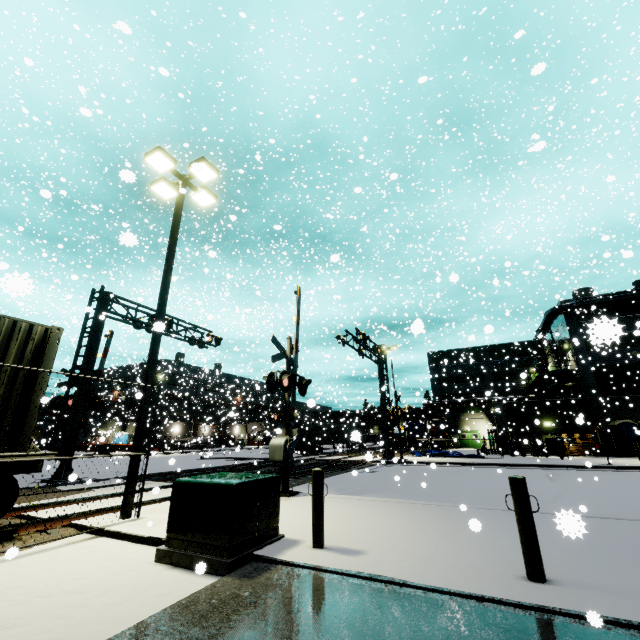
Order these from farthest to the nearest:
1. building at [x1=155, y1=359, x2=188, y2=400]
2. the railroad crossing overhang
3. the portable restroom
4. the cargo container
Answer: building at [x1=155, y1=359, x2=188, y2=400] < the portable restroom < the railroad crossing overhang < the cargo container

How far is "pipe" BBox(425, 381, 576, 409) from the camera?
34.0 meters

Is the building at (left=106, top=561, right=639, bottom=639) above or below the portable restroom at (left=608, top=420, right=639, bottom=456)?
below

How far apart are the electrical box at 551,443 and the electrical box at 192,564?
32.6 meters

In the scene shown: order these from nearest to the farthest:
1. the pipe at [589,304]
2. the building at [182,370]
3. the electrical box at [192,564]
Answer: the electrical box at [192,564], the pipe at [589,304], the building at [182,370]

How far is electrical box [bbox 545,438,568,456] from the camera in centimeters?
2900cm

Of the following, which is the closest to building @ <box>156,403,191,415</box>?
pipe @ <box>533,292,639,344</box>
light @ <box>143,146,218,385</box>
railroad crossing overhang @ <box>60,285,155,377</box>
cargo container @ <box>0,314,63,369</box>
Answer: pipe @ <box>533,292,639,344</box>

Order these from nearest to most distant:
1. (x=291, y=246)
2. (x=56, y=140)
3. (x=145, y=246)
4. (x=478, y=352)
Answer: (x=56, y=140)
(x=145, y=246)
(x=291, y=246)
(x=478, y=352)
